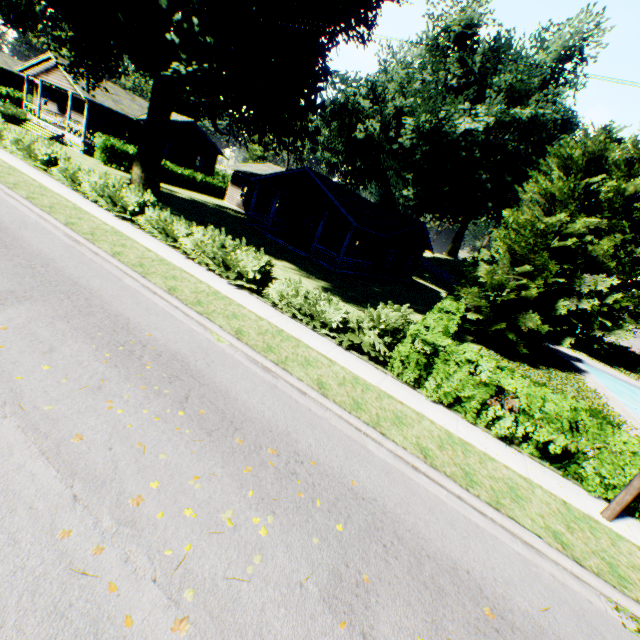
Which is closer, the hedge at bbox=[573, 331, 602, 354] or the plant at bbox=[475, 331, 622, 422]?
the plant at bbox=[475, 331, 622, 422]

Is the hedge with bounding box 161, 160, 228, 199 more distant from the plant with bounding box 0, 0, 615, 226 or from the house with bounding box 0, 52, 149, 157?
the plant with bounding box 0, 0, 615, 226

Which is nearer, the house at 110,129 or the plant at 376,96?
the plant at 376,96

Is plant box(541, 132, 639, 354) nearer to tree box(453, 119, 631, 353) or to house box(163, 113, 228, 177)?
house box(163, 113, 228, 177)

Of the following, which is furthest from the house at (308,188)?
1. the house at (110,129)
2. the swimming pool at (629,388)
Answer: the swimming pool at (629,388)

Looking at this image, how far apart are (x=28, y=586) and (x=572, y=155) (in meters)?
22.49

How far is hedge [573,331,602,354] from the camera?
40.8m

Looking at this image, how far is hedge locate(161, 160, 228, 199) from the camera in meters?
32.1 m
